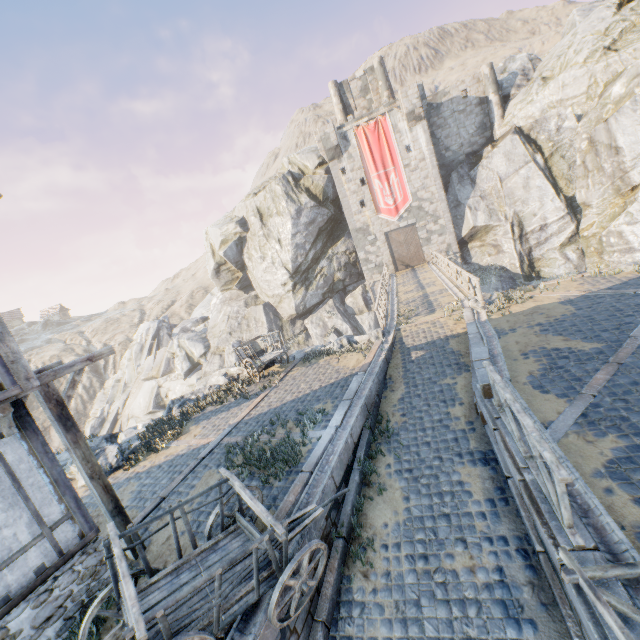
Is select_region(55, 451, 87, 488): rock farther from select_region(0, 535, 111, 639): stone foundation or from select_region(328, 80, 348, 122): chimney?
select_region(328, 80, 348, 122): chimney

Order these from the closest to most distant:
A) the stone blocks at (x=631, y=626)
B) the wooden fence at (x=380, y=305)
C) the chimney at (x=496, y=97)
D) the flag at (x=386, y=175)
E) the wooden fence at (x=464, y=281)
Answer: the stone blocks at (x=631, y=626) → the wooden fence at (x=464, y=281) → the wooden fence at (x=380, y=305) → the chimney at (x=496, y=97) → the flag at (x=386, y=175)

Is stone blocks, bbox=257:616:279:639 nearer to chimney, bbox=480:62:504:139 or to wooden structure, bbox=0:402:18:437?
wooden structure, bbox=0:402:18:437

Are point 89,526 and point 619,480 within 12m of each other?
yes

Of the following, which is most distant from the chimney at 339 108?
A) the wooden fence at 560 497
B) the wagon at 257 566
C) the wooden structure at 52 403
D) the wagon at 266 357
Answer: the wagon at 257 566

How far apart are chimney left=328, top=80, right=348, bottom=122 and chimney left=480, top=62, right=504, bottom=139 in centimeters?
1189cm

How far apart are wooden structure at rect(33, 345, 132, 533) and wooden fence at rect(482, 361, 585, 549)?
7.2 meters

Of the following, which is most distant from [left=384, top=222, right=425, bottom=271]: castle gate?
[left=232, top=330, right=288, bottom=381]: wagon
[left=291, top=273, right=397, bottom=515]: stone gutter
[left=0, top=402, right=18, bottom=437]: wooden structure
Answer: [left=0, top=402, right=18, bottom=437]: wooden structure
